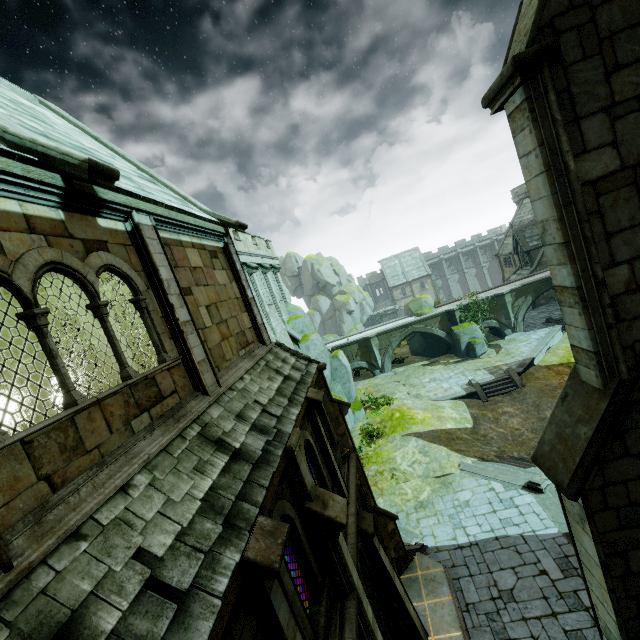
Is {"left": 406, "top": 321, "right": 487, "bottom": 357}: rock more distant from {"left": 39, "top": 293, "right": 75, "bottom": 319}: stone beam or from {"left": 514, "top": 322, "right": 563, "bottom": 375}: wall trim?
{"left": 39, "top": 293, "right": 75, "bottom": 319}: stone beam

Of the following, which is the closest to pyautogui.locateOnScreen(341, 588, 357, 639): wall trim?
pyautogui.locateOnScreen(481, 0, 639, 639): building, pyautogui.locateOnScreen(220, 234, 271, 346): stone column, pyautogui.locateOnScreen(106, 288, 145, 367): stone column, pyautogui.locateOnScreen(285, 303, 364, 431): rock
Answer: pyautogui.locateOnScreen(481, 0, 639, 639): building

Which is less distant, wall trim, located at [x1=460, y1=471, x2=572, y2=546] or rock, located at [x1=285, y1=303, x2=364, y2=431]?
wall trim, located at [x1=460, y1=471, x2=572, y2=546]

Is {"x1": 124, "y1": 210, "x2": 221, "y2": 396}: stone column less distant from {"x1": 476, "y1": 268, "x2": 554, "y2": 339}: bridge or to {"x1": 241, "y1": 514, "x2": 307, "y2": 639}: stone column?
{"x1": 241, "y1": 514, "x2": 307, "y2": 639}: stone column

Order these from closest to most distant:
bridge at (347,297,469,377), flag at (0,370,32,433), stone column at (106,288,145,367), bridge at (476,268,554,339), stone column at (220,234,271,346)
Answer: stone column at (220,234,271,346) → stone column at (106,288,145,367) → flag at (0,370,32,433) → bridge at (476,268,554,339) → bridge at (347,297,469,377)

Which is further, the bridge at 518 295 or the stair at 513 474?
the bridge at 518 295

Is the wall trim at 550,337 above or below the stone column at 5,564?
below

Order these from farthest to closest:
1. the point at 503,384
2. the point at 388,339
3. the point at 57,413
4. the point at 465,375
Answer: the point at 388,339 < the point at 465,375 < the point at 503,384 < the point at 57,413
